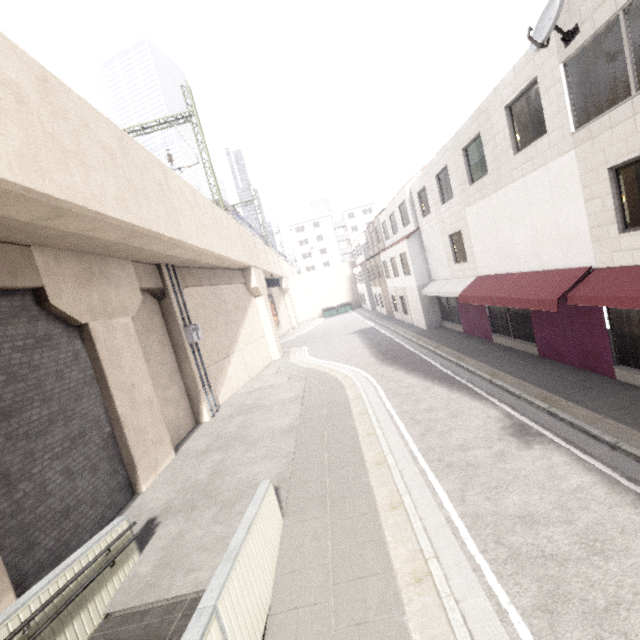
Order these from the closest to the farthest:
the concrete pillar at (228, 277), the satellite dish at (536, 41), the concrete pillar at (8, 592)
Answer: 1. the concrete pillar at (8, 592)
2. the satellite dish at (536, 41)
3. the concrete pillar at (228, 277)

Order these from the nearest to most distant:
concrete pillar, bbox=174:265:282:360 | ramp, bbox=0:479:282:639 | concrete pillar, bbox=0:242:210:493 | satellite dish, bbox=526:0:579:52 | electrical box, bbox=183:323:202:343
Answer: ramp, bbox=0:479:282:639
satellite dish, bbox=526:0:579:52
concrete pillar, bbox=0:242:210:493
electrical box, bbox=183:323:202:343
concrete pillar, bbox=174:265:282:360

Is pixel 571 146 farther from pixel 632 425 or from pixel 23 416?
pixel 23 416

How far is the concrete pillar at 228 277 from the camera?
15.8m

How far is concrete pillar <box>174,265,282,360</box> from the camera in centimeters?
1580cm

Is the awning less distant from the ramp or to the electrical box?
the ramp

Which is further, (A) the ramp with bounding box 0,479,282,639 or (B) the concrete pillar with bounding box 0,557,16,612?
(B) the concrete pillar with bounding box 0,557,16,612

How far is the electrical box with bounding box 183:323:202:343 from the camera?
13.8m
